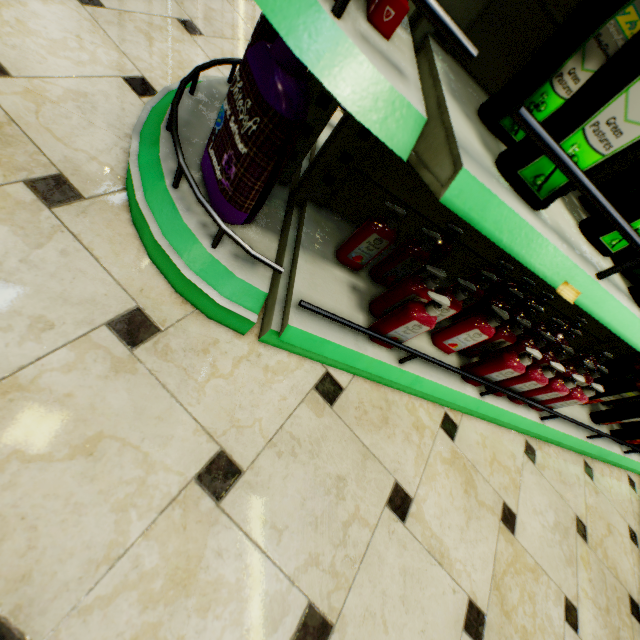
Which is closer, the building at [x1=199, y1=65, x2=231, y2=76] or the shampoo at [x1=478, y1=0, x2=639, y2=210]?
the shampoo at [x1=478, y1=0, x2=639, y2=210]

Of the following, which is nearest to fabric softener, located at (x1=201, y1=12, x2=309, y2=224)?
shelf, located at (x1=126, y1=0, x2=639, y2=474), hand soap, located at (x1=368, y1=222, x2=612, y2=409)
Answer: shelf, located at (x1=126, y1=0, x2=639, y2=474)

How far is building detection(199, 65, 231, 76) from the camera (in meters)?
1.46

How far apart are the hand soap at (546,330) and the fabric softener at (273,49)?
0.8m

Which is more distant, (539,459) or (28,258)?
(539,459)

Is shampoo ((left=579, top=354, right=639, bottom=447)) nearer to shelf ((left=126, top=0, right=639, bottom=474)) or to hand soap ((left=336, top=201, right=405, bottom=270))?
shelf ((left=126, top=0, right=639, bottom=474))

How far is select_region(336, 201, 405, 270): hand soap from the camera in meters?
1.0 m

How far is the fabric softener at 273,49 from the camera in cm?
68
